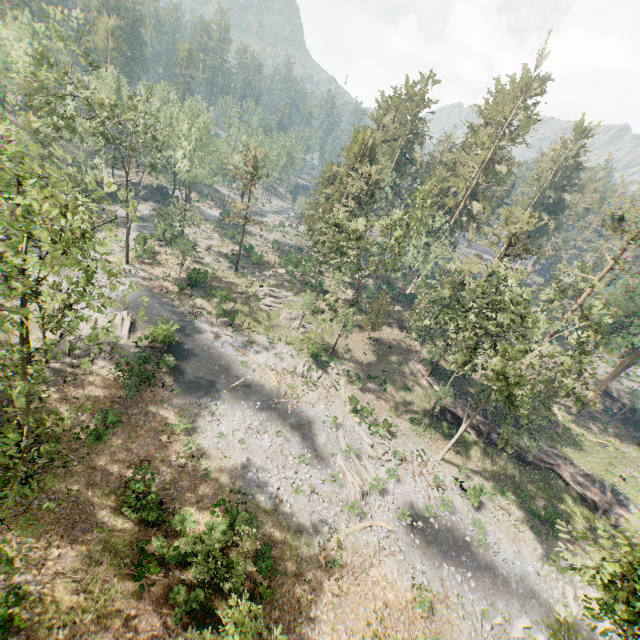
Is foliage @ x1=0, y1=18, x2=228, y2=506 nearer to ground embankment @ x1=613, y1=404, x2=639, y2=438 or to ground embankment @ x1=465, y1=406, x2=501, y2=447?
ground embankment @ x1=465, y1=406, x2=501, y2=447

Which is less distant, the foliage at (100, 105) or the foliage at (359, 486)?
the foliage at (100, 105)

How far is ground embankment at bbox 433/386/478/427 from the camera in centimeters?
3712cm

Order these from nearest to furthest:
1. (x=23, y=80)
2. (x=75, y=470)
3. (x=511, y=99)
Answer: (x=75, y=470), (x=23, y=80), (x=511, y=99)

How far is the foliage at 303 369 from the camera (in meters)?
36.41

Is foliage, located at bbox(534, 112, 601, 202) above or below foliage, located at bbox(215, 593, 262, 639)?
above
